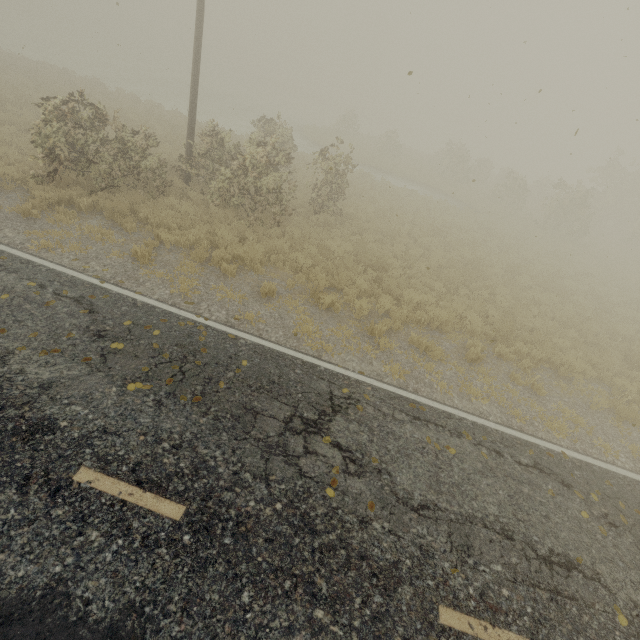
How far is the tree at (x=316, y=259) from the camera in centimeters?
990cm

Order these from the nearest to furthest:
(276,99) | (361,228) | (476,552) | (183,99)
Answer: (476,552)
(361,228)
(183,99)
(276,99)

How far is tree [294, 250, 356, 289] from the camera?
9.9 meters
